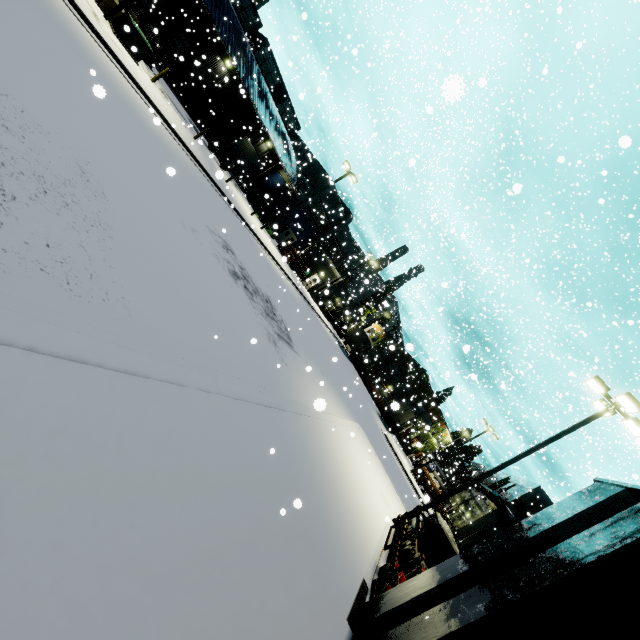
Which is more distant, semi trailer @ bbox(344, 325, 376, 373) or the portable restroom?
semi trailer @ bbox(344, 325, 376, 373)

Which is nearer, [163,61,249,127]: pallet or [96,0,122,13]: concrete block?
[96,0,122,13]: concrete block

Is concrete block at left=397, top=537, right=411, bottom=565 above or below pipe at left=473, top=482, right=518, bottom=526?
below

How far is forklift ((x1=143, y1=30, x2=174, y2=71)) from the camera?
20.3 meters

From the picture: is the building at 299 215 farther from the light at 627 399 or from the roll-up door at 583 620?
the light at 627 399

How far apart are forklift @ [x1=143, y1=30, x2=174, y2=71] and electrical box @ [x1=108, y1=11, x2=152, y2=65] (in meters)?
3.83

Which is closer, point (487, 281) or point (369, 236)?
point (369, 236)

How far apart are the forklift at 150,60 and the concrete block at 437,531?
28.6m
